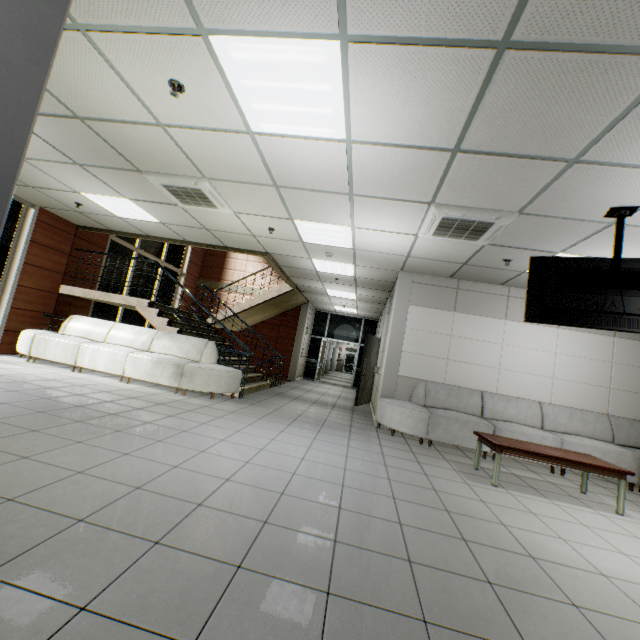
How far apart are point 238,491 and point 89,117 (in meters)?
4.17

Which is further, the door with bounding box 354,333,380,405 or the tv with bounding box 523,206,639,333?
the door with bounding box 354,333,380,405

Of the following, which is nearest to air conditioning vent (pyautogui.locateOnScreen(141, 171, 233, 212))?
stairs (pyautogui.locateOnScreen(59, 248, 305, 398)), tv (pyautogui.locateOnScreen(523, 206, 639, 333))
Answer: stairs (pyautogui.locateOnScreen(59, 248, 305, 398))

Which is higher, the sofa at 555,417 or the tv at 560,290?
the tv at 560,290

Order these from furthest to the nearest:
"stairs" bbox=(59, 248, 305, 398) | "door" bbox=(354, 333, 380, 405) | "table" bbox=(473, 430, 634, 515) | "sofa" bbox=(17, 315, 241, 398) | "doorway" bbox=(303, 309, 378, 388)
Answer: "doorway" bbox=(303, 309, 378, 388) < "door" bbox=(354, 333, 380, 405) < "stairs" bbox=(59, 248, 305, 398) < "sofa" bbox=(17, 315, 241, 398) < "table" bbox=(473, 430, 634, 515)

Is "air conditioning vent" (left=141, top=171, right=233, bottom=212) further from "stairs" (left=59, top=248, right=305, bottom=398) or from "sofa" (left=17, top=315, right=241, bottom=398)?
"sofa" (left=17, top=315, right=241, bottom=398)

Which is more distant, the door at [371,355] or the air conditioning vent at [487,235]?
the door at [371,355]

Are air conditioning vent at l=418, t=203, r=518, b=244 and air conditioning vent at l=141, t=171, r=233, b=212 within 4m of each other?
yes
